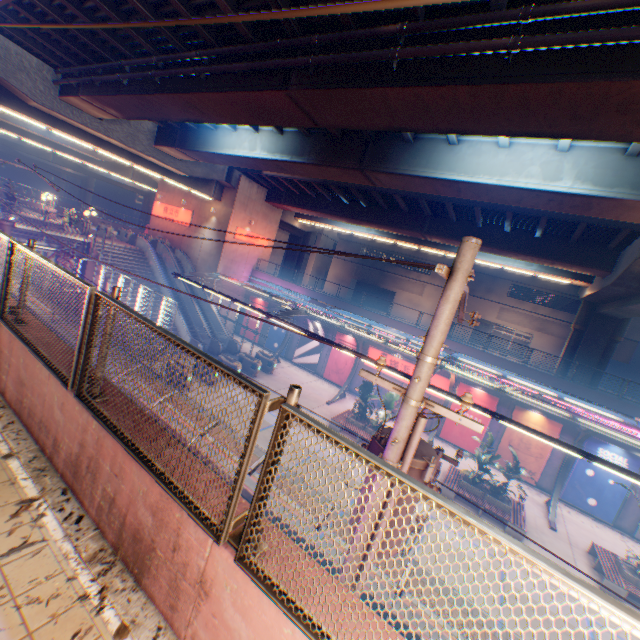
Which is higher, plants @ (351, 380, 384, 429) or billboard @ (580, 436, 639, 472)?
billboard @ (580, 436, 639, 472)

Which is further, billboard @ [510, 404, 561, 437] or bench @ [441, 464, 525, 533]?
billboard @ [510, 404, 561, 437]

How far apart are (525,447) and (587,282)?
12.7m

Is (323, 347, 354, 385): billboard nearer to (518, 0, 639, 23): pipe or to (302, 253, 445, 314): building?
(518, 0, 639, 23): pipe

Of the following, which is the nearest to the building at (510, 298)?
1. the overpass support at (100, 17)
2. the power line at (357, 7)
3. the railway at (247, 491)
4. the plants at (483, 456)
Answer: the overpass support at (100, 17)

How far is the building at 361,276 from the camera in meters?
44.2 m

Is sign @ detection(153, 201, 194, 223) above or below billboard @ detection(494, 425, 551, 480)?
above

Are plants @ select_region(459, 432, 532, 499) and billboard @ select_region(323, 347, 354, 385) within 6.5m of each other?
no
